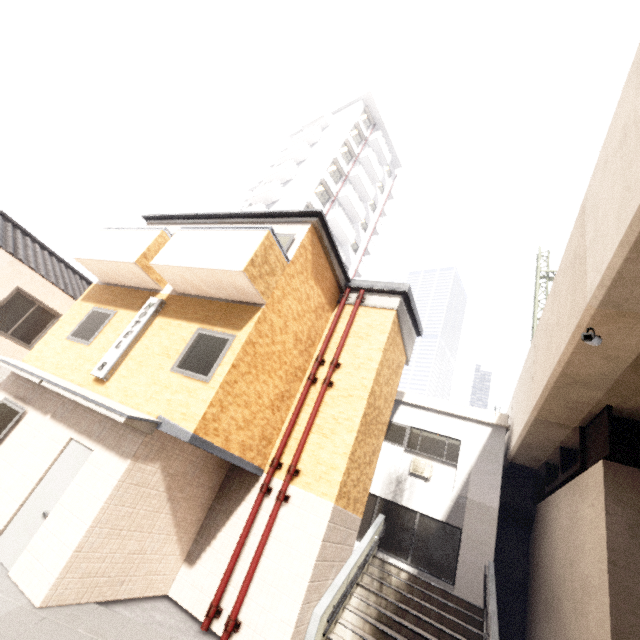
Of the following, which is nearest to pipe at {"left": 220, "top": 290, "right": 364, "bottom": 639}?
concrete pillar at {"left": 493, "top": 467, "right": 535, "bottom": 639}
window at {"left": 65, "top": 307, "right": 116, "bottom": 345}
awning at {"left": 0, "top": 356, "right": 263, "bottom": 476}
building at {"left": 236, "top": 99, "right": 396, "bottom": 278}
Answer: awning at {"left": 0, "top": 356, "right": 263, "bottom": 476}

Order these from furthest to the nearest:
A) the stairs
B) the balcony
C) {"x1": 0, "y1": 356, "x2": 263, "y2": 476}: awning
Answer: the stairs < the balcony < {"x1": 0, "y1": 356, "x2": 263, "y2": 476}: awning

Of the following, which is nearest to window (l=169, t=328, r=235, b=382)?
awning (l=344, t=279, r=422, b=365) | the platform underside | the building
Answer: awning (l=344, t=279, r=422, b=365)

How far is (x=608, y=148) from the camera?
5.3 meters

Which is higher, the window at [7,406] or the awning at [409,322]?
the awning at [409,322]

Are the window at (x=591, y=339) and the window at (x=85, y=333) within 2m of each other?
no

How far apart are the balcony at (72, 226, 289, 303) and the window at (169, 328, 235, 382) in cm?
84

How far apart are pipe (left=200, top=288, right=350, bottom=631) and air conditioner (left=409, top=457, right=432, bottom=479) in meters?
6.4 m
